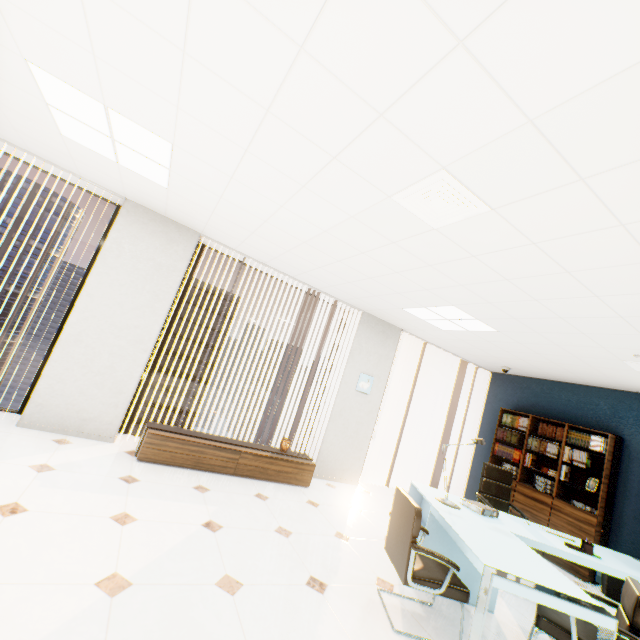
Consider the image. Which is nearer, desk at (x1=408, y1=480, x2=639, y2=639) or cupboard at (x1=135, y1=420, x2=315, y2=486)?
desk at (x1=408, y1=480, x2=639, y2=639)

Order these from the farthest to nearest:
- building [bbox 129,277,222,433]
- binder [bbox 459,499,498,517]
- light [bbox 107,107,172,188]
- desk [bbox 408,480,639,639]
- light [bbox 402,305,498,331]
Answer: building [bbox 129,277,222,433]
light [bbox 402,305,498,331]
binder [bbox 459,499,498,517]
light [bbox 107,107,172,188]
desk [bbox 408,480,639,639]

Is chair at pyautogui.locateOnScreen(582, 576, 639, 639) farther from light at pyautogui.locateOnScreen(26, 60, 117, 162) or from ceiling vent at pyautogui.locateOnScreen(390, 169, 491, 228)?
light at pyautogui.locateOnScreen(26, 60, 117, 162)

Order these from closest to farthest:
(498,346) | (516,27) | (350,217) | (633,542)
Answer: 1. (516,27)
2. (350,217)
3. (633,542)
4. (498,346)

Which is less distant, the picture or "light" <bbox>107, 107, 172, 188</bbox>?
"light" <bbox>107, 107, 172, 188</bbox>

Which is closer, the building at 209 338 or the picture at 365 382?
the picture at 365 382

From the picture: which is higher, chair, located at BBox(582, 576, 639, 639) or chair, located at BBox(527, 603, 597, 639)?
chair, located at BBox(582, 576, 639, 639)

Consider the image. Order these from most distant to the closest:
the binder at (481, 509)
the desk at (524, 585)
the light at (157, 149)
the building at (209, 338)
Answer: the building at (209, 338) < the binder at (481, 509) < the light at (157, 149) < the desk at (524, 585)
